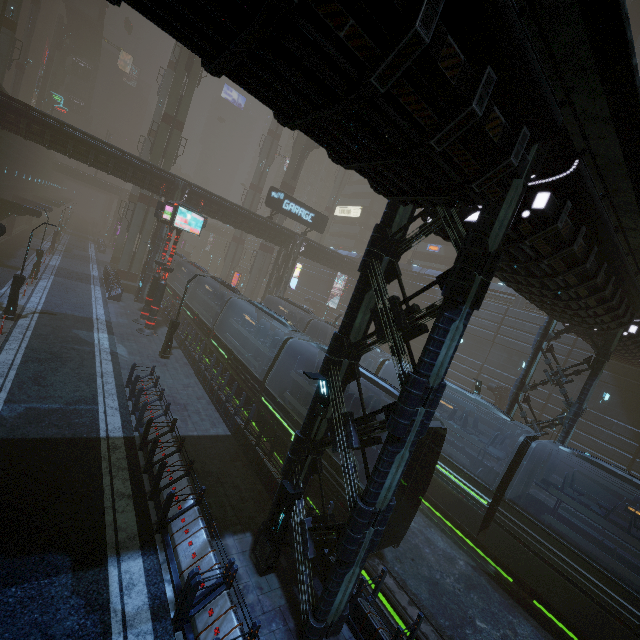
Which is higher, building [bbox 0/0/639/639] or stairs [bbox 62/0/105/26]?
stairs [bbox 62/0/105/26]

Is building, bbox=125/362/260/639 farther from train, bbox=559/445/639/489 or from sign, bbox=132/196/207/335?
train, bbox=559/445/639/489

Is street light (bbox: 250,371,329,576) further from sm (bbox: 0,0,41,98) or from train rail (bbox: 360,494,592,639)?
sm (bbox: 0,0,41,98)

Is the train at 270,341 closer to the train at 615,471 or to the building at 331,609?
the building at 331,609

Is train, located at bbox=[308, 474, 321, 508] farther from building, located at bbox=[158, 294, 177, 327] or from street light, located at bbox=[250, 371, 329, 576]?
street light, located at bbox=[250, 371, 329, 576]

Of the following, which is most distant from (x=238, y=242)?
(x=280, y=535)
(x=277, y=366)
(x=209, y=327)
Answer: (x=280, y=535)

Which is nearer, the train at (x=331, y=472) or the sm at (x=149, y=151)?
the train at (x=331, y=472)

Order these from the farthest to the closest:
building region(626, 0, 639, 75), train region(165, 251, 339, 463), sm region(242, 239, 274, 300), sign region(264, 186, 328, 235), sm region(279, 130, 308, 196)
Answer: sm region(242, 239, 274, 300), sm region(279, 130, 308, 196), building region(626, 0, 639, 75), sign region(264, 186, 328, 235), train region(165, 251, 339, 463)
